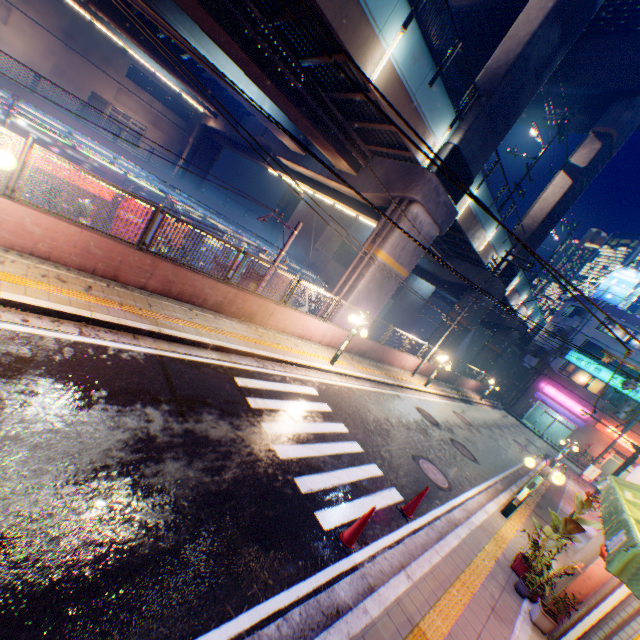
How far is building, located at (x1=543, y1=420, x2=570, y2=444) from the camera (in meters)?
37.12

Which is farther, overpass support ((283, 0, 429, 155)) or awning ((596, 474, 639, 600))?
overpass support ((283, 0, 429, 155))

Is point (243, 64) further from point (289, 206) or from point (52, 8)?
point (52, 8)

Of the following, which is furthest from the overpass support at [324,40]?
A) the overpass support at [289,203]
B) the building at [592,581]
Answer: the building at [592,581]

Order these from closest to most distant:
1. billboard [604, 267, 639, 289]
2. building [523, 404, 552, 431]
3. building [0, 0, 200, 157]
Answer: building [0, 0, 200, 157] < billboard [604, 267, 639, 289] < building [523, 404, 552, 431]

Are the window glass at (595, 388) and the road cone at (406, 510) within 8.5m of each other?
no

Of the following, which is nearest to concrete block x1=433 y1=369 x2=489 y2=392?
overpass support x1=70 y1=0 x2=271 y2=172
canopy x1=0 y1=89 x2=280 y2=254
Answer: overpass support x1=70 y1=0 x2=271 y2=172
